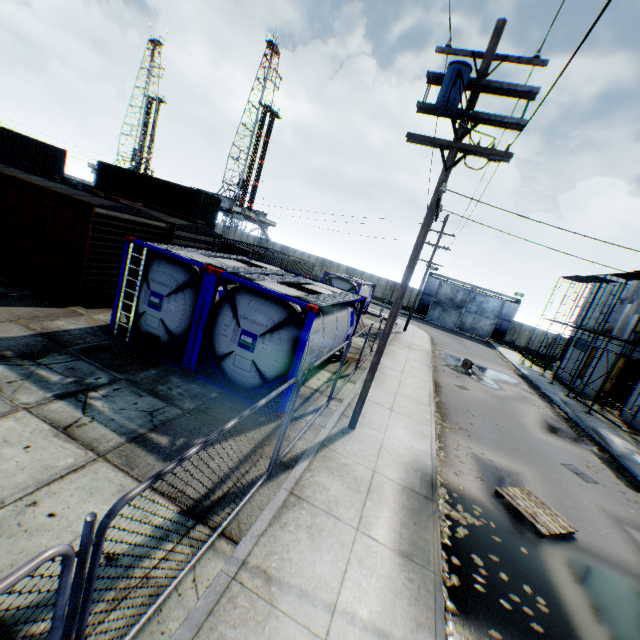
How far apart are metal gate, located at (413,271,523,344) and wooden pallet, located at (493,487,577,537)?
36.2m

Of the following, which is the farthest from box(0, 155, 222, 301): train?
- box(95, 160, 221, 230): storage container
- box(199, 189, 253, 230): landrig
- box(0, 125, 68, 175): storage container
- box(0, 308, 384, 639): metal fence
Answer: box(199, 189, 253, 230): landrig

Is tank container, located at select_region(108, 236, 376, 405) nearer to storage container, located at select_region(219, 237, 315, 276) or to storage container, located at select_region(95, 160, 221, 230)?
storage container, located at select_region(219, 237, 315, 276)

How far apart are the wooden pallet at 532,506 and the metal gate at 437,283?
36.2m

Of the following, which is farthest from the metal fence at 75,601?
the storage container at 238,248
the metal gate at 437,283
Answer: the metal gate at 437,283

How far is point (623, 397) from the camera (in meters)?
23.17

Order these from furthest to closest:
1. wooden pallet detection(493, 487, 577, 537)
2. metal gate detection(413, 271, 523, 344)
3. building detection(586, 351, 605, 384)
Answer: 1. metal gate detection(413, 271, 523, 344)
2. building detection(586, 351, 605, 384)
3. wooden pallet detection(493, 487, 577, 537)

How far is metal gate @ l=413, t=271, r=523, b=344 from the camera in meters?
40.7 m
